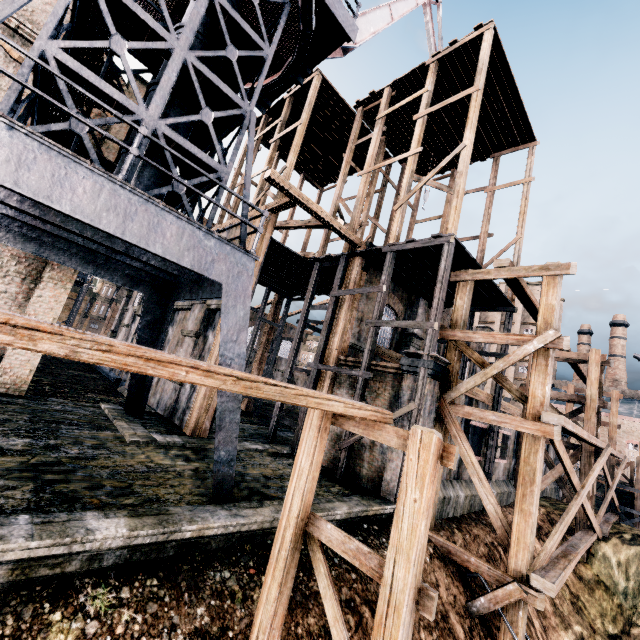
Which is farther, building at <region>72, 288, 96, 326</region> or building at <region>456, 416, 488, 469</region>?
building at <region>72, 288, 96, 326</region>

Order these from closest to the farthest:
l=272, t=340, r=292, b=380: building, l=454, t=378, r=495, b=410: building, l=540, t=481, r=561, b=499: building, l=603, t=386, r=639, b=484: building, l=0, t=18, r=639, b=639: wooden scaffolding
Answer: l=0, t=18, r=639, b=639: wooden scaffolding → l=454, t=378, r=495, b=410: building → l=540, t=481, r=561, b=499: building → l=603, t=386, r=639, b=484: building → l=272, t=340, r=292, b=380: building

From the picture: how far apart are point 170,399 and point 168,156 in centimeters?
1206cm

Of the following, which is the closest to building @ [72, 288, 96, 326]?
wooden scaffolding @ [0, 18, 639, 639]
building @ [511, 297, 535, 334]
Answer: wooden scaffolding @ [0, 18, 639, 639]

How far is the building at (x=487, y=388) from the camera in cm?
1582

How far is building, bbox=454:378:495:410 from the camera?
15.82m

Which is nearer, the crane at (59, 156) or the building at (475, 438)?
the crane at (59, 156)
